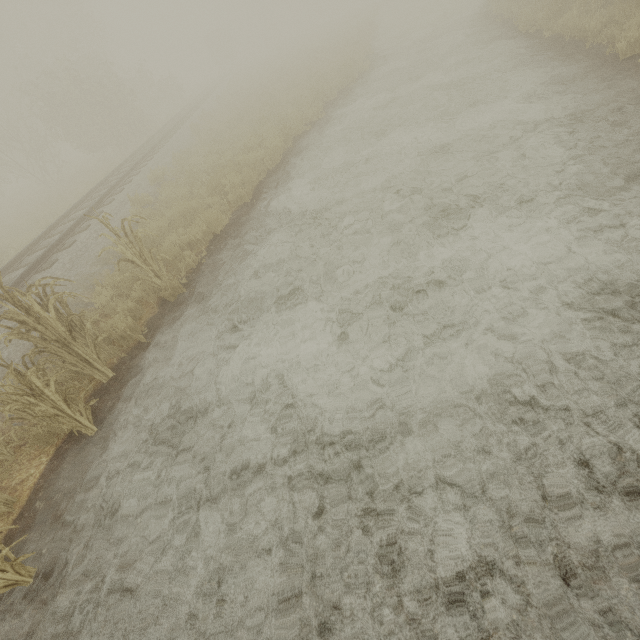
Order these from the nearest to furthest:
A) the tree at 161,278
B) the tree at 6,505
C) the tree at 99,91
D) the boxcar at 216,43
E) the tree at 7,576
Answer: the tree at 7,576 → the tree at 6,505 → the tree at 161,278 → the tree at 99,91 → the boxcar at 216,43

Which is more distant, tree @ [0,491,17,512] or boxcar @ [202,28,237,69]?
boxcar @ [202,28,237,69]

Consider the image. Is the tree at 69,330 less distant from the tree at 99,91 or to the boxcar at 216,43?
the tree at 99,91

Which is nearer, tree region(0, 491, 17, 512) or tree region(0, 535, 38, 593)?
tree region(0, 535, 38, 593)

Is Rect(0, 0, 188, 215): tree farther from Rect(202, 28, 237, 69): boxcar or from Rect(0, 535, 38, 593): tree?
Rect(202, 28, 237, 69): boxcar

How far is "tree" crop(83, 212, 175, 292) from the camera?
5.4m

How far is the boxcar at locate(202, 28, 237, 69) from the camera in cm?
4900

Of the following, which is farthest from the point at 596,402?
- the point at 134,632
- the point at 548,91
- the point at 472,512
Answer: the point at 548,91
